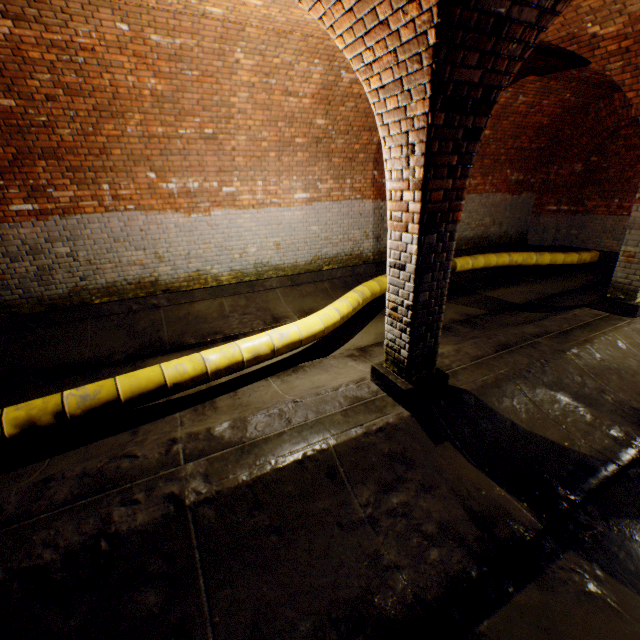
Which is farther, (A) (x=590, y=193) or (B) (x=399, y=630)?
(A) (x=590, y=193)

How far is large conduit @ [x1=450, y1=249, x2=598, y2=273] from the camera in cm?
905

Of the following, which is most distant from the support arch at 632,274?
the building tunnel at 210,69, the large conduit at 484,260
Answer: the large conduit at 484,260

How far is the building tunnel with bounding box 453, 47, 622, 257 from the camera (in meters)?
6.76

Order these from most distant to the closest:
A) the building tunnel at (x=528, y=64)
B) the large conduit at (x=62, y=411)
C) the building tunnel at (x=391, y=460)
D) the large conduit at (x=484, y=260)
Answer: the large conduit at (x=484, y=260) < the building tunnel at (x=528, y=64) < the large conduit at (x=62, y=411) < the building tunnel at (x=391, y=460)

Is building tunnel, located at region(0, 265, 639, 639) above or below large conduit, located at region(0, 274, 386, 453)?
below

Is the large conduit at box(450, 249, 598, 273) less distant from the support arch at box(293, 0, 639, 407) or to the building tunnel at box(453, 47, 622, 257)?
the building tunnel at box(453, 47, 622, 257)
